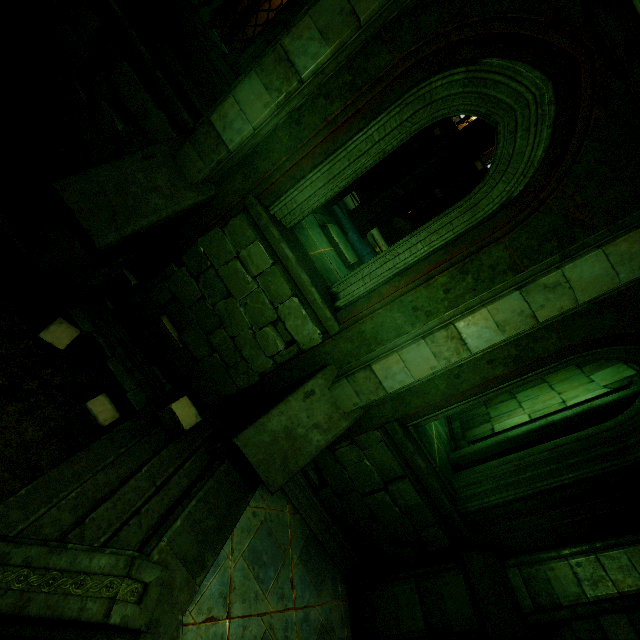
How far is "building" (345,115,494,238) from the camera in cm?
1140

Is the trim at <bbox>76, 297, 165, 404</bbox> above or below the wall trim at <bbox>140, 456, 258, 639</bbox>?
below

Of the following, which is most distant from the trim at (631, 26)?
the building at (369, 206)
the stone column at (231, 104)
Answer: the building at (369, 206)

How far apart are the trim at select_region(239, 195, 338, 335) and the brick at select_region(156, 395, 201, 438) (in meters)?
2.44

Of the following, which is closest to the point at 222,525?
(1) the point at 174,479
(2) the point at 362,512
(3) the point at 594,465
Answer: (1) the point at 174,479

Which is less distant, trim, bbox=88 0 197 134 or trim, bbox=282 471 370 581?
trim, bbox=88 0 197 134

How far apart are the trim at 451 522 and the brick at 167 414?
2.90m

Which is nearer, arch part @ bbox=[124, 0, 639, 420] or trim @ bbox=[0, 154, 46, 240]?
arch part @ bbox=[124, 0, 639, 420]
